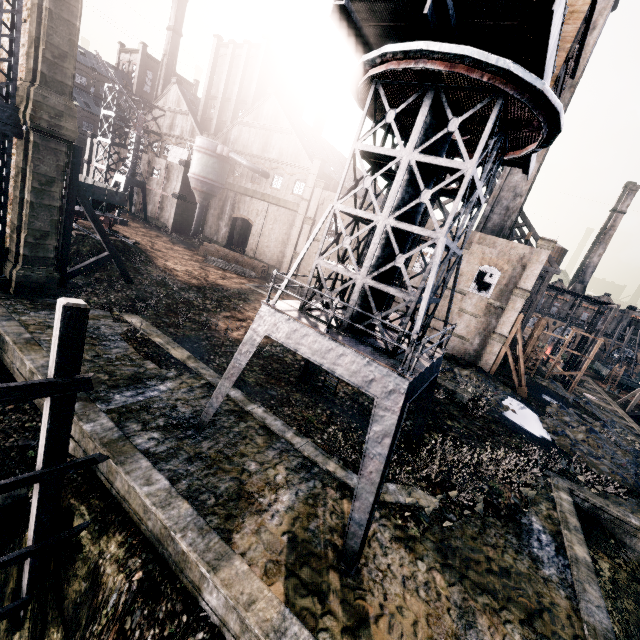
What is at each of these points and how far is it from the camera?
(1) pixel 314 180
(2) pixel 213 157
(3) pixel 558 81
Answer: (1) building, 39.1 meters
(2) silo, 42.5 meters
(3) building, 11.5 meters

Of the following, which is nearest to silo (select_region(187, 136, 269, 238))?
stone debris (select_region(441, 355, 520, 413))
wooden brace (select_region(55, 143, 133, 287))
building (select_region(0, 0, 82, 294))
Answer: building (select_region(0, 0, 82, 294))

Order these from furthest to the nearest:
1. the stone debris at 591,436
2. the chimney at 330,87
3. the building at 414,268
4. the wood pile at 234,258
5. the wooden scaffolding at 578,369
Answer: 1. the chimney at 330,87
2. the wooden scaffolding at 578,369
3. the wood pile at 234,258
4. the building at 414,268
5. the stone debris at 591,436

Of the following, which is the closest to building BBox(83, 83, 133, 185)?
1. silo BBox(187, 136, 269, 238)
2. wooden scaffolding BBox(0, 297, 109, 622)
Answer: silo BBox(187, 136, 269, 238)

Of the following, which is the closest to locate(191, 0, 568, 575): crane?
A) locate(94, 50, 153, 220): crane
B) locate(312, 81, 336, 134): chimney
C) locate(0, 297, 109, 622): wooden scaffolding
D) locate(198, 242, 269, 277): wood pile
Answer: locate(0, 297, 109, 622): wooden scaffolding

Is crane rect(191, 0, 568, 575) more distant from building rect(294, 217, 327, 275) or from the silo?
the silo

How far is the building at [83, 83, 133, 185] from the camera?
48.3m

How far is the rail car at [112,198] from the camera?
28.9 meters
